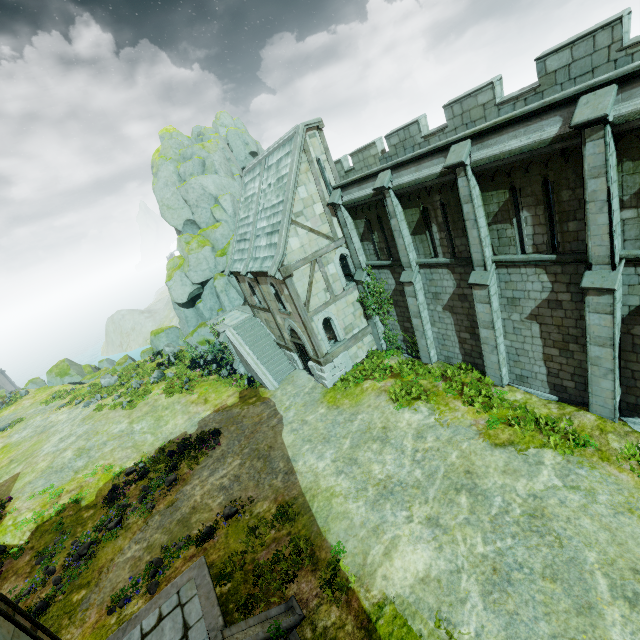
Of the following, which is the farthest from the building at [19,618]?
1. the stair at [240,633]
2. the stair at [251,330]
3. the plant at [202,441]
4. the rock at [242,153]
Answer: the rock at [242,153]

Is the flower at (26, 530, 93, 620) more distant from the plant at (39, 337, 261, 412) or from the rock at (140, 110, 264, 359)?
the rock at (140, 110, 264, 359)

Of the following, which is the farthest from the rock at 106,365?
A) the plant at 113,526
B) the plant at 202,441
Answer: the plant at 113,526

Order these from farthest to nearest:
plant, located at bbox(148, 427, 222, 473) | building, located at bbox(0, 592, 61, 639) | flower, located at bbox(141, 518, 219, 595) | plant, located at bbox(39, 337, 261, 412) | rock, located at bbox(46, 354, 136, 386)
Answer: rock, located at bbox(46, 354, 136, 386) < plant, located at bbox(39, 337, 261, 412) < plant, located at bbox(148, 427, 222, 473) < flower, located at bbox(141, 518, 219, 595) < building, located at bbox(0, 592, 61, 639)

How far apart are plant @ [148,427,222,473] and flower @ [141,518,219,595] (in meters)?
5.23

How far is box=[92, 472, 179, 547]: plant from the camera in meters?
15.1

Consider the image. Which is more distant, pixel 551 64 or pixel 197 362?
pixel 197 362

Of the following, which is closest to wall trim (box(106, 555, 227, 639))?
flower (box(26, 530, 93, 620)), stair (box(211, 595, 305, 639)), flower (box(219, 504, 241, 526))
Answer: stair (box(211, 595, 305, 639))
